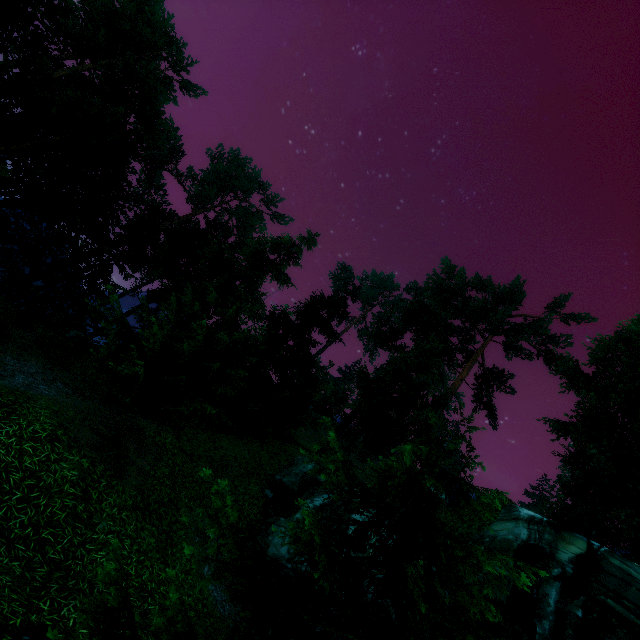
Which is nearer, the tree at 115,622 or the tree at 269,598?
the tree at 115,622

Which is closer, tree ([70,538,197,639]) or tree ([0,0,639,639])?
tree ([70,538,197,639])

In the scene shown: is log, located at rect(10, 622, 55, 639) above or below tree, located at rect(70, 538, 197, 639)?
below

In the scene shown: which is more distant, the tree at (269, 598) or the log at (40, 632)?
the tree at (269, 598)

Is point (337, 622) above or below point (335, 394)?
below

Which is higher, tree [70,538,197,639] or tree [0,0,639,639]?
tree [0,0,639,639]

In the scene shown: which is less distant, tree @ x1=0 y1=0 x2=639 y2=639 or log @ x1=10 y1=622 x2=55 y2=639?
log @ x1=10 y1=622 x2=55 y2=639
